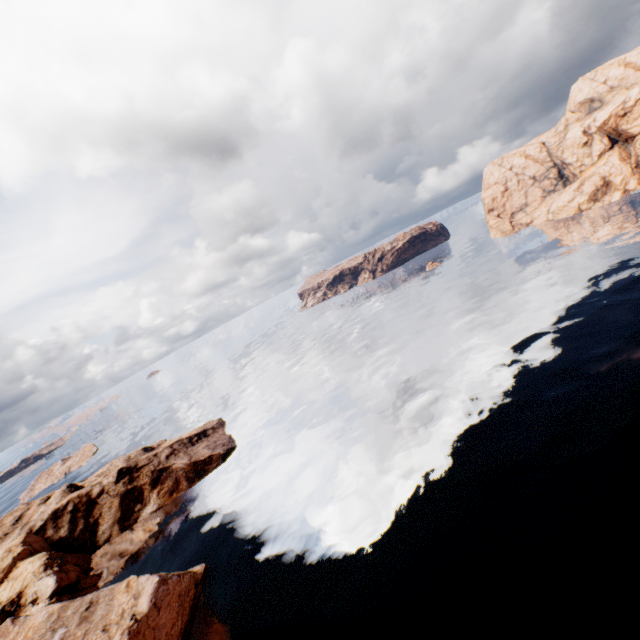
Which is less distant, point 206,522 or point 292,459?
point 206,522
